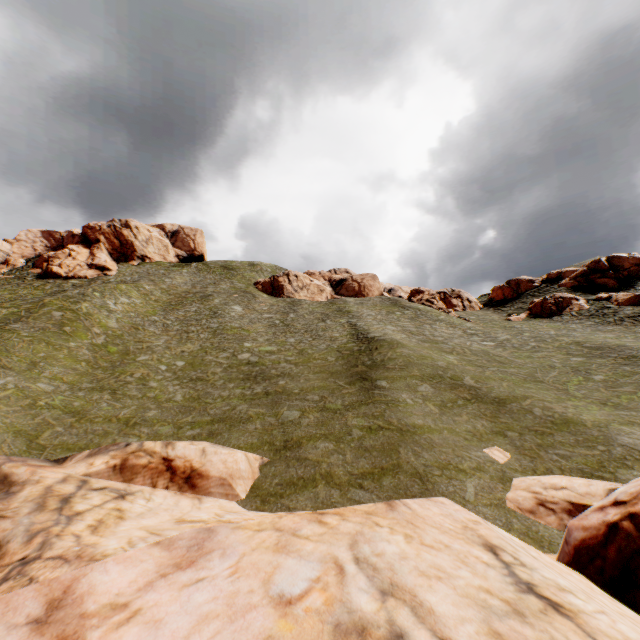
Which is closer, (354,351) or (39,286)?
(354,351)

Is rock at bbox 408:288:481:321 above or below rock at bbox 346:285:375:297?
below

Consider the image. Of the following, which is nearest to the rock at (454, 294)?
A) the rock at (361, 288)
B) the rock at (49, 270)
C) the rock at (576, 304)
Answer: the rock at (576, 304)

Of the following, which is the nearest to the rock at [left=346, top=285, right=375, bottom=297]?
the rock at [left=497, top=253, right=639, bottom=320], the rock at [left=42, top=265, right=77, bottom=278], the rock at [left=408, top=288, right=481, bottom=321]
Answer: the rock at [left=408, top=288, right=481, bottom=321]

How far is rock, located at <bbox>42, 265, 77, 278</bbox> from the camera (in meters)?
59.18

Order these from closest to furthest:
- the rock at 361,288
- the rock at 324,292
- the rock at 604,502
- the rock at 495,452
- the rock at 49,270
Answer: the rock at 604,502, the rock at 495,452, the rock at 324,292, the rock at 361,288, the rock at 49,270

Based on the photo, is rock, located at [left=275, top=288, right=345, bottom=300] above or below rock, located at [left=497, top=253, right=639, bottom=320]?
above

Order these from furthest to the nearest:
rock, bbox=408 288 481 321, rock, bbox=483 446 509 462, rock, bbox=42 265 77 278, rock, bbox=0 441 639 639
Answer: rock, bbox=42 265 77 278 → rock, bbox=408 288 481 321 → rock, bbox=483 446 509 462 → rock, bbox=0 441 639 639
